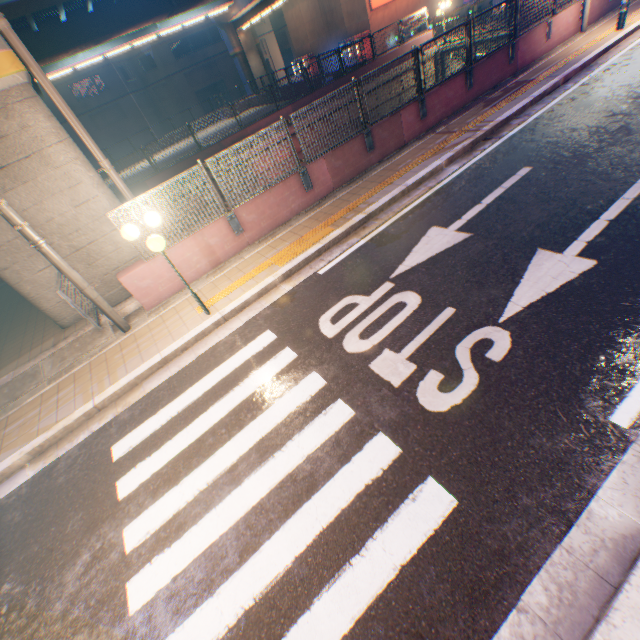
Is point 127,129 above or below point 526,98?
above

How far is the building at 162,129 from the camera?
41.47m

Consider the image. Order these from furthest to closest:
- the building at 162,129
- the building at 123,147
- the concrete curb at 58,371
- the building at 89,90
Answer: the building at 162,129
the building at 123,147
the building at 89,90
the concrete curb at 58,371

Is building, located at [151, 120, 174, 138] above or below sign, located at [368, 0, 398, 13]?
below

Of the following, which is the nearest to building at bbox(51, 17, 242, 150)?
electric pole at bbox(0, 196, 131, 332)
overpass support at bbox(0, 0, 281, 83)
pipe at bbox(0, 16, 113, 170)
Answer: overpass support at bbox(0, 0, 281, 83)

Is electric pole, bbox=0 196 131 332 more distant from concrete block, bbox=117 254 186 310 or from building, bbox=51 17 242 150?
building, bbox=51 17 242 150

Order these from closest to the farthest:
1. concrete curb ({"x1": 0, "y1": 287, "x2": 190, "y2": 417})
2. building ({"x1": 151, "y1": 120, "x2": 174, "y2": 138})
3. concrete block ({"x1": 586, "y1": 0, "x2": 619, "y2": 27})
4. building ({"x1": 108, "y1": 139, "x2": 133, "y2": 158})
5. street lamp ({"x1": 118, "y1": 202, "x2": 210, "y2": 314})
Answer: street lamp ({"x1": 118, "y1": 202, "x2": 210, "y2": 314}) → concrete curb ({"x1": 0, "y1": 287, "x2": 190, "y2": 417}) → concrete block ({"x1": 586, "y1": 0, "x2": 619, "y2": 27}) → building ({"x1": 108, "y1": 139, "x2": 133, "y2": 158}) → building ({"x1": 151, "y1": 120, "x2": 174, "y2": 138})

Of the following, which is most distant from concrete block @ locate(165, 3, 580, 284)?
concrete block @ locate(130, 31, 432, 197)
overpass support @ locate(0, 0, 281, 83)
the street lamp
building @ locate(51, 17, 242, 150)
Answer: building @ locate(51, 17, 242, 150)
